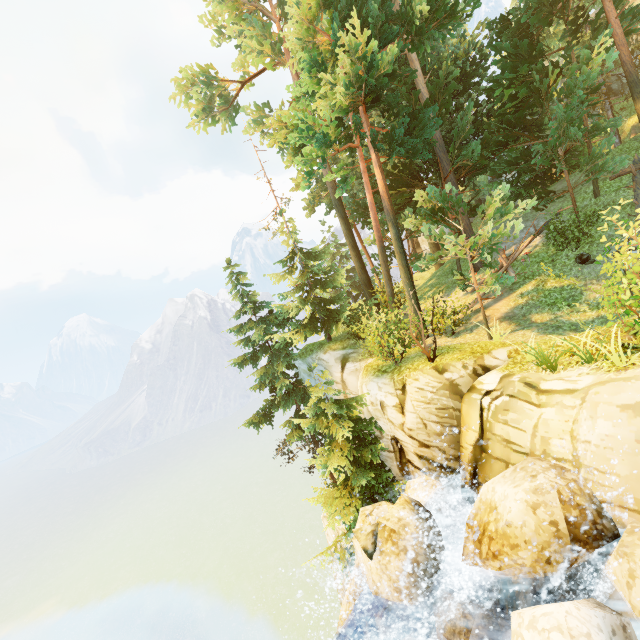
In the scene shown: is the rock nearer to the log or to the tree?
the tree

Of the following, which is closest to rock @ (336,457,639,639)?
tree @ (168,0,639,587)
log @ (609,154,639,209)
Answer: tree @ (168,0,639,587)

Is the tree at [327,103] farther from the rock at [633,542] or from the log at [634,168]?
the rock at [633,542]

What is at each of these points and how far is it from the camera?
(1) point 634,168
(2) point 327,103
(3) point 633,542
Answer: (1) log, 14.76m
(2) tree, 12.22m
(3) rock, 4.21m

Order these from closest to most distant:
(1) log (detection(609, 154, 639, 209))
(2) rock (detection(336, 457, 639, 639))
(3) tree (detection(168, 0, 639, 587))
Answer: (2) rock (detection(336, 457, 639, 639)) → (3) tree (detection(168, 0, 639, 587)) → (1) log (detection(609, 154, 639, 209))

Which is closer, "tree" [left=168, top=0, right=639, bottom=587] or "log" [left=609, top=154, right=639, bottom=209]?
"tree" [left=168, top=0, right=639, bottom=587]

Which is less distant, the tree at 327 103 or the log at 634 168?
the tree at 327 103
